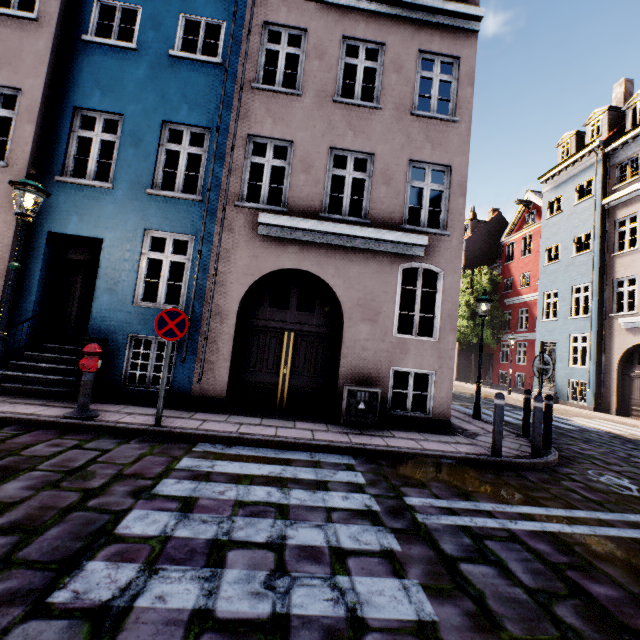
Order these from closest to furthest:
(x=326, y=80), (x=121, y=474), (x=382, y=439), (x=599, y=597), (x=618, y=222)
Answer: (x=599, y=597)
(x=121, y=474)
(x=382, y=439)
(x=326, y=80)
(x=618, y=222)

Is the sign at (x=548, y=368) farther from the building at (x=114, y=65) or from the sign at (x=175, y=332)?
the sign at (x=175, y=332)

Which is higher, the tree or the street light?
the tree

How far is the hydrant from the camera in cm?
523

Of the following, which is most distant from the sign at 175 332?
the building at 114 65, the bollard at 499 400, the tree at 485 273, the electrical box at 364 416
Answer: the tree at 485 273

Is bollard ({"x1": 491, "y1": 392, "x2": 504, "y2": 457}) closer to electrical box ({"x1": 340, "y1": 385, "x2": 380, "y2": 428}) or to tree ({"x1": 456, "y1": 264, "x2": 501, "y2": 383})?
electrical box ({"x1": 340, "y1": 385, "x2": 380, "y2": 428})

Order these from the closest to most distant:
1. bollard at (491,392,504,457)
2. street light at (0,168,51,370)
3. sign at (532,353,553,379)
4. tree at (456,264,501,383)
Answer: street light at (0,168,51,370) < bollard at (491,392,504,457) < sign at (532,353,553,379) < tree at (456,264,501,383)

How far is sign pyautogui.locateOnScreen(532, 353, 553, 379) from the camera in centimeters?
628cm
